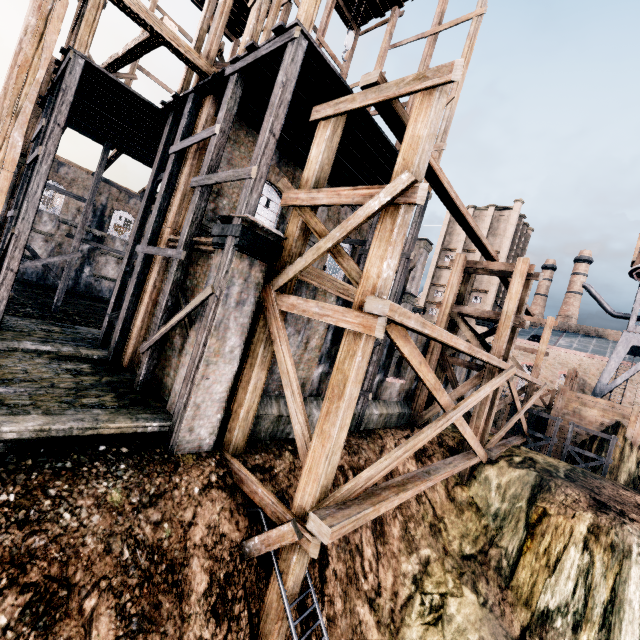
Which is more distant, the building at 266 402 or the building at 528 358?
the building at 528 358

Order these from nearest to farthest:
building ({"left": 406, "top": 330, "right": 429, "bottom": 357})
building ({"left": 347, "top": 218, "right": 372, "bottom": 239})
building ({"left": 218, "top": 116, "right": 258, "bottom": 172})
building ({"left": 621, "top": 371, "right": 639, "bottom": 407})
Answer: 1. building ({"left": 218, "top": 116, "right": 258, "bottom": 172})
2. building ({"left": 406, "top": 330, "right": 429, "bottom": 357})
3. building ({"left": 347, "top": 218, "right": 372, "bottom": 239})
4. building ({"left": 621, "top": 371, "right": 639, "bottom": 407})

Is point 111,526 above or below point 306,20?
below

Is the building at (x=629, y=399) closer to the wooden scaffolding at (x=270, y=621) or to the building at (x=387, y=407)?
the building at (x=387, y=407)

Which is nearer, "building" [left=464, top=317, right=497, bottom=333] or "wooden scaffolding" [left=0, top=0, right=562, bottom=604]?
"wooden scaffolding" [left=0, top=0, right=562, bottom=604]

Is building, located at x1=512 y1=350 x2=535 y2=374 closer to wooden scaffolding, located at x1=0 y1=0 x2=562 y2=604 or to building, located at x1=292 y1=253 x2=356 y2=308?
building, located at x1=292 y1=253 x2=356 y2=308

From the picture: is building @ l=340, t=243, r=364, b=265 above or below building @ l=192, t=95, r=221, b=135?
below

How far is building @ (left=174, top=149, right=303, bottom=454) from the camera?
8.28m
